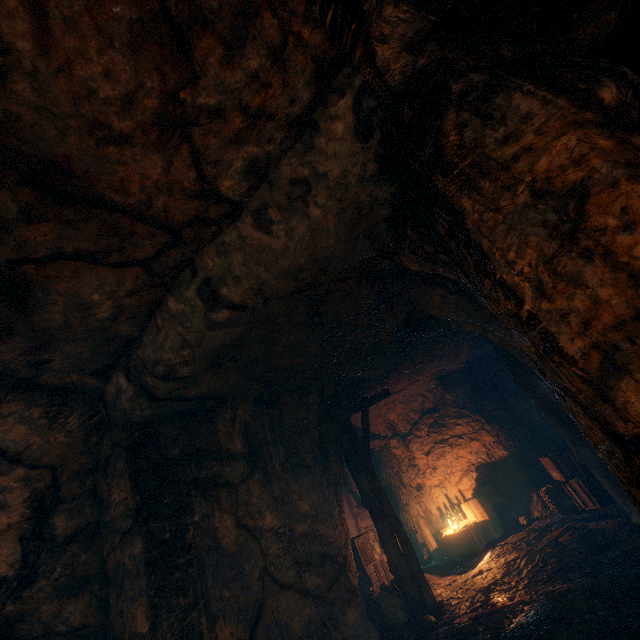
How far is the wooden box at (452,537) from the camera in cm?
891

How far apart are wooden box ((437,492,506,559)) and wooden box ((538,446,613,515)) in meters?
1.6 m

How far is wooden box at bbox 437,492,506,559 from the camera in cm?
891

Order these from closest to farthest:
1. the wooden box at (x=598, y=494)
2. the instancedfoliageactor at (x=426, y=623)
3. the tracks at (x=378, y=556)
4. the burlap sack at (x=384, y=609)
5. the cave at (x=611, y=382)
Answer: the cave at (x=611, y=382)
the instancedfoliageactor at (x=426, y=623)
the burlap sack at (x=384, y=609)
the wooden box at (x=598, y=494)
the tracks at (x=378, y=556)

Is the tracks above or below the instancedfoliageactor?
above

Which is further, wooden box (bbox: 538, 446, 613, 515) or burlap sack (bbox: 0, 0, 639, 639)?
wooden box (bbox: 538, 446, 613, 515)

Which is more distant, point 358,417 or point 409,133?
point 358,417

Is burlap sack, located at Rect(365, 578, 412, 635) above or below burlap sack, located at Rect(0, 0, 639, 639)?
below
